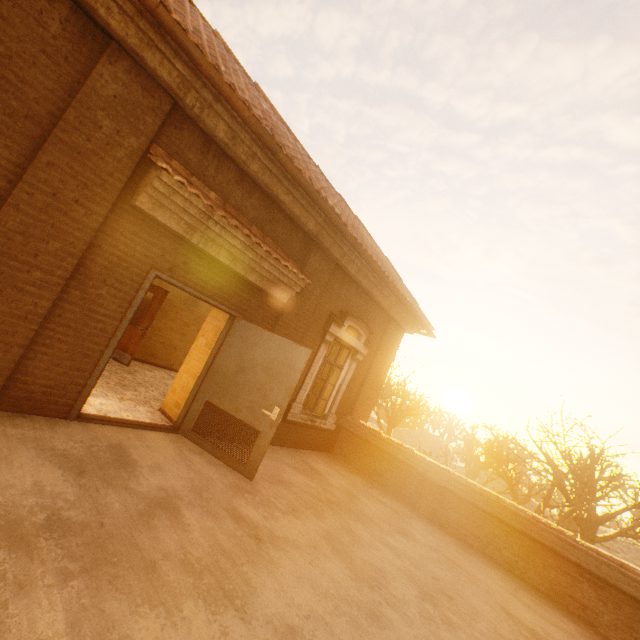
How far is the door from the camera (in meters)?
4.42

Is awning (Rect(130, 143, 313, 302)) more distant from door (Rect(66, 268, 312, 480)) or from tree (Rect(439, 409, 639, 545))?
tree (Rect(439, 409, 639, 545))

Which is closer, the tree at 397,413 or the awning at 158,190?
the awning at 158,190

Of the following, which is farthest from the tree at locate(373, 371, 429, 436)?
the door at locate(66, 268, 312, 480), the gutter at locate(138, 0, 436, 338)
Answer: the door at locate(66, 268, 312, 480)

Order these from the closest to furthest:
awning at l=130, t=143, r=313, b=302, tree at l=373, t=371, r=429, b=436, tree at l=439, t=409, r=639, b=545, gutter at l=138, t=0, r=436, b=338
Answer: gutter at l=138, t=0, r=436, b=338
awning at l=130, t=143, r=313, b=302
tree at l=439, t=409, r=639, b=545
tree at l=373, t=371, r=429, b=436

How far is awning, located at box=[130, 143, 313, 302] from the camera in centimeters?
396cm

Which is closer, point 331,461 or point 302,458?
point 302,458

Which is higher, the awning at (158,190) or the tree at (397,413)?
the awning at (158,190)
